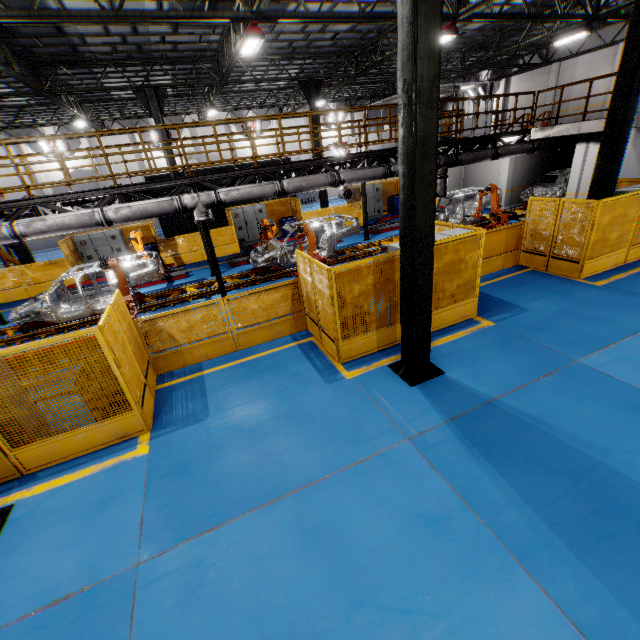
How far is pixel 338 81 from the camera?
24.0 meters

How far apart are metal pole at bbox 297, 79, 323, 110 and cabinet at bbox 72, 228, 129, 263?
11.2 meters

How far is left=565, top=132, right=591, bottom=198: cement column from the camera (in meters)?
14.93

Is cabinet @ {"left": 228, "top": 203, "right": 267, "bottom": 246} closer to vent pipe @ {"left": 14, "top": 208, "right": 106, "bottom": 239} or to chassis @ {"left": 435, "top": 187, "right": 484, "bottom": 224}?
chassis @ {"left": 435, "top": 187, "right": 484, "bottom": 224}

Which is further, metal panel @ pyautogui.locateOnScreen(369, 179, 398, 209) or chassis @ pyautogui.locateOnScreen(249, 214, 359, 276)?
metal panel @ pyautogui.locateOnScreen(369, 179, 398, 209)

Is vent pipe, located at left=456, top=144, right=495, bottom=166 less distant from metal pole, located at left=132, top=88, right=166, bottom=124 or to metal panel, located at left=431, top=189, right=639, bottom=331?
metal panel, located at left=431, top=189, right=639, bottom=331

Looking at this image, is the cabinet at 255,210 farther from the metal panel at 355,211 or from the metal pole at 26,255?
the metal pole at 26,255

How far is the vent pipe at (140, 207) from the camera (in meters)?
8.68
